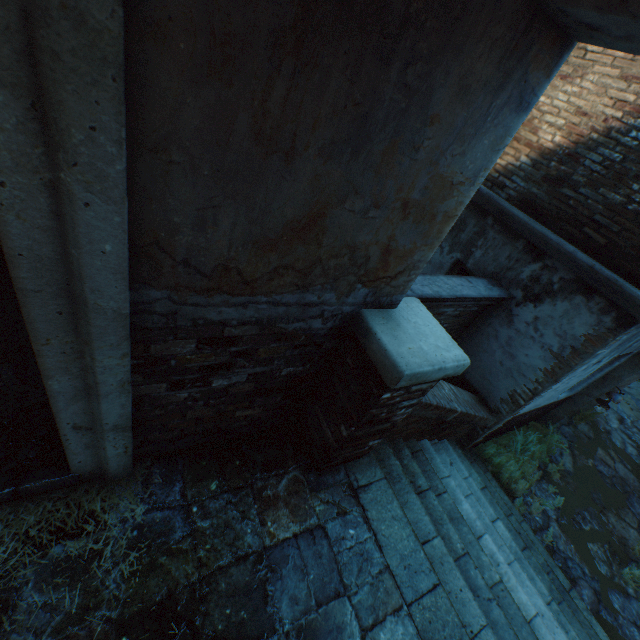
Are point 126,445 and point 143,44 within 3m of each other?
yes

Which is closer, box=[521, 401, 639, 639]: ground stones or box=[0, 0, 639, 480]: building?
box=[0, 0, 639, 480]: building

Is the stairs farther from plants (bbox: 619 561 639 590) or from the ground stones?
plants (bbox: 619 561 639 590)

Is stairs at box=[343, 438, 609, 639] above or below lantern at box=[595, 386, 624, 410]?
below

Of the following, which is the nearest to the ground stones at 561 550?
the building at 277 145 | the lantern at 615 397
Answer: the lantern at 615 397

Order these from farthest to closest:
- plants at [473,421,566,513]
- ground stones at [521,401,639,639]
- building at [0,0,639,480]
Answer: plants at [473,421,566,513], ground stones at [521,401,639,639], building at [0,0,639,480]

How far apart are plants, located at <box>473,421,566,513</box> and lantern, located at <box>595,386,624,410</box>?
0.98m

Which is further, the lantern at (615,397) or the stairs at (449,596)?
the lantern at (615,397)
